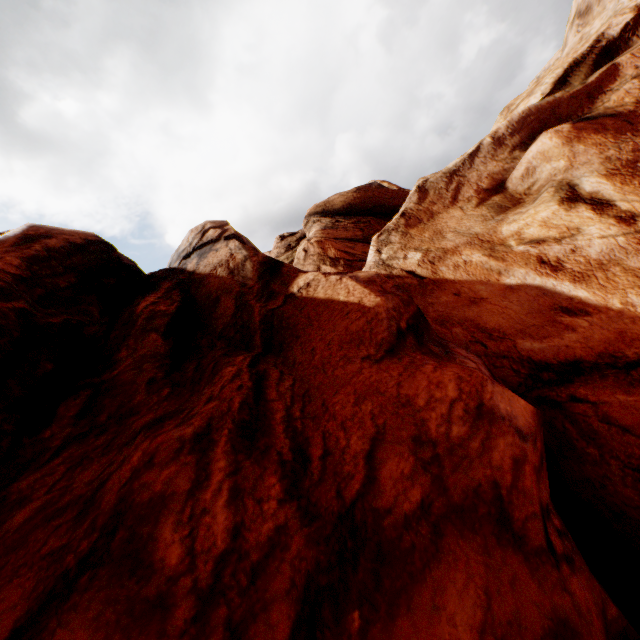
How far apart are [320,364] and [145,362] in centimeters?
233cm
